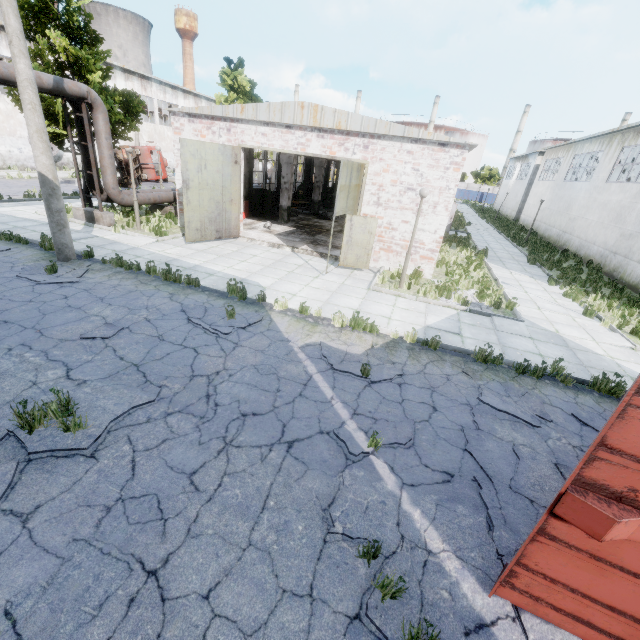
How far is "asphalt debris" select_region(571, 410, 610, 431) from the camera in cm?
601

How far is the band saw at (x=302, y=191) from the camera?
27.6 meters

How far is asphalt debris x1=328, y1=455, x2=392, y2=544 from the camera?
3.7 meters

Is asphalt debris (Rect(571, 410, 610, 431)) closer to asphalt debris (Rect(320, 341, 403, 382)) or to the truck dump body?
the truck dump body

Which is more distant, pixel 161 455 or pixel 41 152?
pixel 41 152

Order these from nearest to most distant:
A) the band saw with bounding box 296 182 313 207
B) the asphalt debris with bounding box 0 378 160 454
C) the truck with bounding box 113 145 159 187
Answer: the asphalt debris with bounding box 0 378 160 454 → the truck with bounding box 113 145 159 187 → the band saw with bounding box 296 182 313 207

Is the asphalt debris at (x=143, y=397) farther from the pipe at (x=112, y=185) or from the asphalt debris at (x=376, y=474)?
the pipe at (x=112, y=185)

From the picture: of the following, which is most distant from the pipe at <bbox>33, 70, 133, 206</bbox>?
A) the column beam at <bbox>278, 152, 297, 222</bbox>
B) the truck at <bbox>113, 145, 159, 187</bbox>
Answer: the truck at <bbox>113, 145, 159, 187</bbox>
